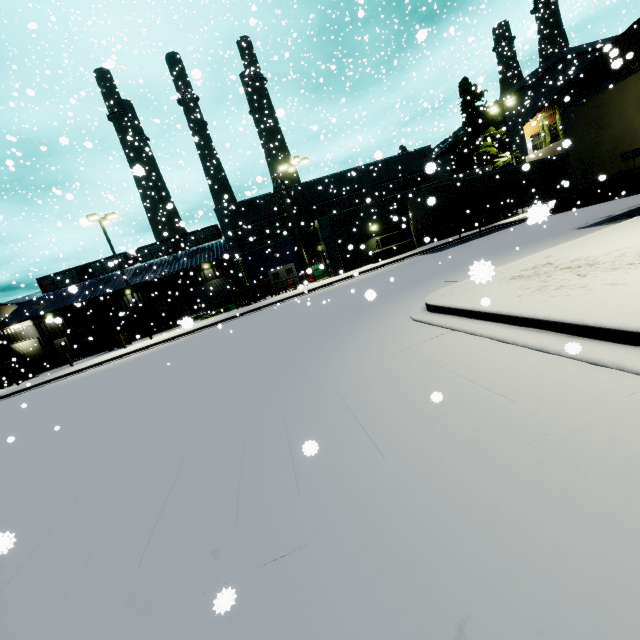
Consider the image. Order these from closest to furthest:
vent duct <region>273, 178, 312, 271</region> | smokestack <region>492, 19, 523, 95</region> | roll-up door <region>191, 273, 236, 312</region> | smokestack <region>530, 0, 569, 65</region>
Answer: vent duct <region>273, 178, 312, 271</region> → roll-up door <region>191, 273, 236, 312</region> → smokestack <region>530, 0, 569, 65</region> → smokestack <region>492, 19, 523, 95</region>

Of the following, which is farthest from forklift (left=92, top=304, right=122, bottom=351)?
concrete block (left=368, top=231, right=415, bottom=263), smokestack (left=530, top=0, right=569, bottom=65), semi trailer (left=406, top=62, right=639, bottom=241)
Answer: concrete block (left=368, top=231, right=415, bottom=263)

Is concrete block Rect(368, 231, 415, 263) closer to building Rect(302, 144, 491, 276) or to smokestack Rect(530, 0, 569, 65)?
building Rect(302, 144, 491, 276)

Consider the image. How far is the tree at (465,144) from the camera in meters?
30.5 m

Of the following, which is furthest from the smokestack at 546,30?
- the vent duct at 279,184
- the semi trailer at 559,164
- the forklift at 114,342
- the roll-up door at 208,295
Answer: the forklift at 114,342

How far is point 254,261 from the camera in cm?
3406

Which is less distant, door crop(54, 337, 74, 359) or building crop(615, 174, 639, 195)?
building crop(615, 174, 639, 195)

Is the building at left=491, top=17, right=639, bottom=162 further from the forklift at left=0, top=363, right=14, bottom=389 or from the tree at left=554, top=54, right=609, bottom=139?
the forklift at left=0, top=363, right=14, bottom=389
